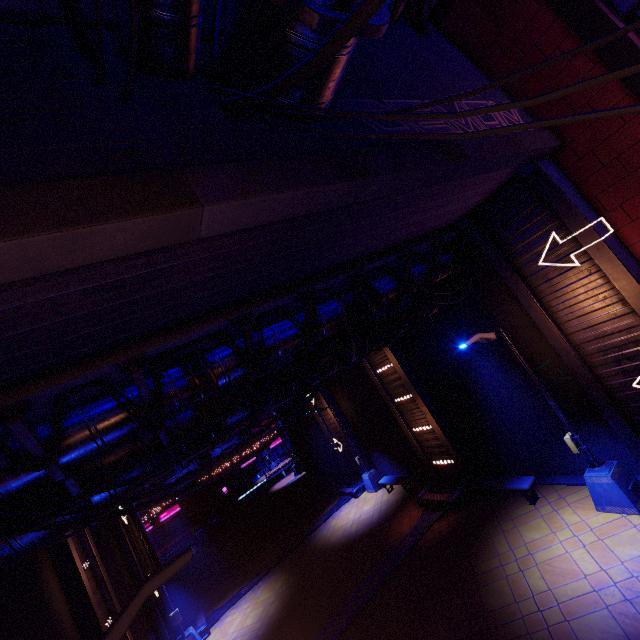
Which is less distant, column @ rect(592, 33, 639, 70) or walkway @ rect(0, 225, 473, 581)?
walkway @ rect(0, 225, 473, 581)

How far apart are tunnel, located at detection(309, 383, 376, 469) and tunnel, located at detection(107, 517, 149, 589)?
11.8 meters

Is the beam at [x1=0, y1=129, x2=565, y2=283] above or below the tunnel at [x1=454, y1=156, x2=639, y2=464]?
above

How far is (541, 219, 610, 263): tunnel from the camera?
7.8 meters

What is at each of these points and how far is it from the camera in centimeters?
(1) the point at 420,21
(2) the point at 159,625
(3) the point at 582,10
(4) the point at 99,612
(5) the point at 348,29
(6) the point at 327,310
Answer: (1) pipe, 836cm
(2) tunnel, 1438cm
(3) column, 712cm
(4) tunnel, 819cm
(5) cable, 236cm
(6) walkway, 813cm

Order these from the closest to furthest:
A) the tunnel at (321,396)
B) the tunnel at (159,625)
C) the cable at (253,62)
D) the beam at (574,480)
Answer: the cable at (253,62) < the beam at (574,480) < the tunnel at (159,625) < the tunnel at (321,396)

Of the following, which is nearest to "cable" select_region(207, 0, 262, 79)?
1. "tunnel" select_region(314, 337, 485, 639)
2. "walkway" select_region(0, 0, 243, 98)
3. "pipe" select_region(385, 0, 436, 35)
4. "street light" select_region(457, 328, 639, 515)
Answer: "walkway" select_region(0, 0, 243, 98)

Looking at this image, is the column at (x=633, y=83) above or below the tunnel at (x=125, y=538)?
above
